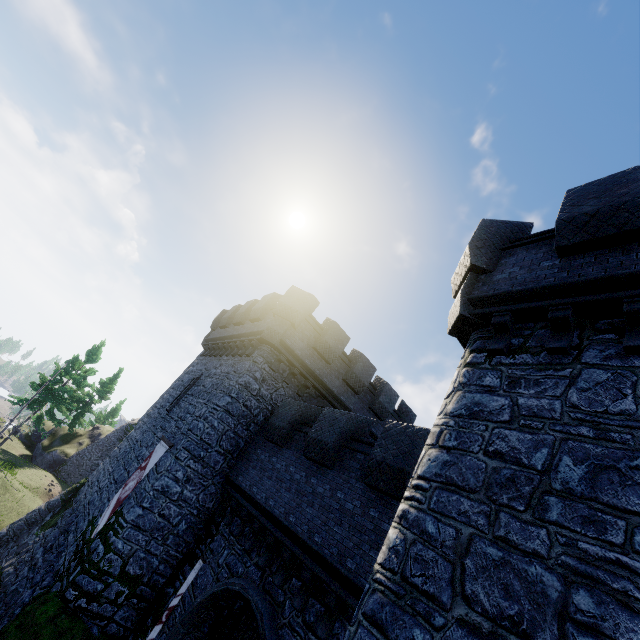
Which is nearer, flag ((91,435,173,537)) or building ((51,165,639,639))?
building ((51,165,639,639))

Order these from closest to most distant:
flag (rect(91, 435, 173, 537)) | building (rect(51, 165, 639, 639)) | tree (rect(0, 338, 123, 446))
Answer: building (rect(51, 165, 639, 639)) → flag (rect(91, 435, 173, 537)) → tree (rect(0, 338, 123, 446))

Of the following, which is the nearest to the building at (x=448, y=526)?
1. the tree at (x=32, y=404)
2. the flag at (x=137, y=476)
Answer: the flag at (x=137, y=476)

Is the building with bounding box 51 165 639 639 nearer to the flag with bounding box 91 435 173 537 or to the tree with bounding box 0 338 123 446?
the flag with bounding box 91 435 173 537

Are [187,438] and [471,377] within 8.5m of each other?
no

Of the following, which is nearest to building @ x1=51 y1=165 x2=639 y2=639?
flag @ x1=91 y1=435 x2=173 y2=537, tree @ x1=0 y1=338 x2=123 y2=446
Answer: flag @ x1=91 y1=435 x2=173 y2=537

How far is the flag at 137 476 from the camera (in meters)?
12.46

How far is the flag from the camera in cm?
1246
